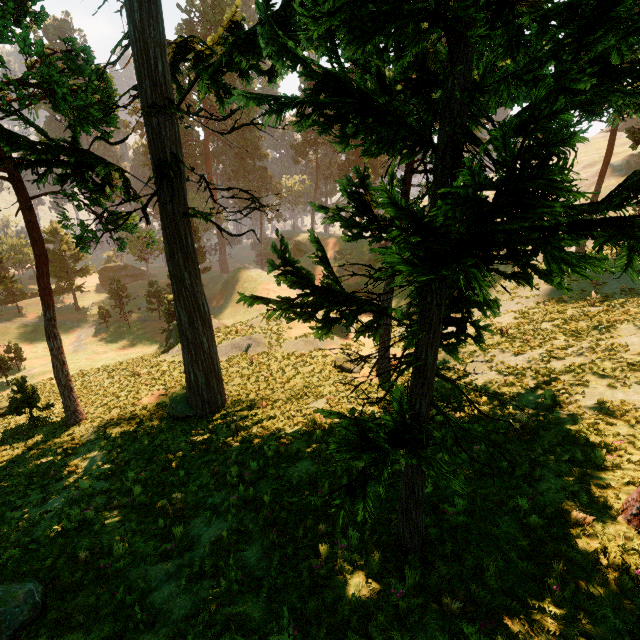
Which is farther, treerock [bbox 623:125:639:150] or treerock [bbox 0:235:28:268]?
treerock [bbox 0:235:28:268]

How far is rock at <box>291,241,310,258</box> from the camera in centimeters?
5688cm

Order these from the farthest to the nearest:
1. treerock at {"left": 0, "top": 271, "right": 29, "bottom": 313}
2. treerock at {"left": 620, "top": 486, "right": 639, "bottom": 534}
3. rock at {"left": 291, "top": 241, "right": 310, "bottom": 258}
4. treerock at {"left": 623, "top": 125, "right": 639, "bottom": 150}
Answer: rock at {"left": 291, "top": 241, "right": 310, "bottom": 258} → treerock at {"left": 0, "top": 271, "right": 29, "bottom": 313} → treerock at {"left": 623, "top": 125, "right": 639, "bottom": 150} → treerock at {"left": 620, "top": 486, "right": 639, "bottom": 534}

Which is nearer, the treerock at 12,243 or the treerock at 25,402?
the treerock at 25,402

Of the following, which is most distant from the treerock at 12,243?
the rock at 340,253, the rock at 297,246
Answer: the rock at 340,253

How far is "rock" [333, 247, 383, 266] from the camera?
46.8m

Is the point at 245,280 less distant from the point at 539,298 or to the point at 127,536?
the point at 539,298
